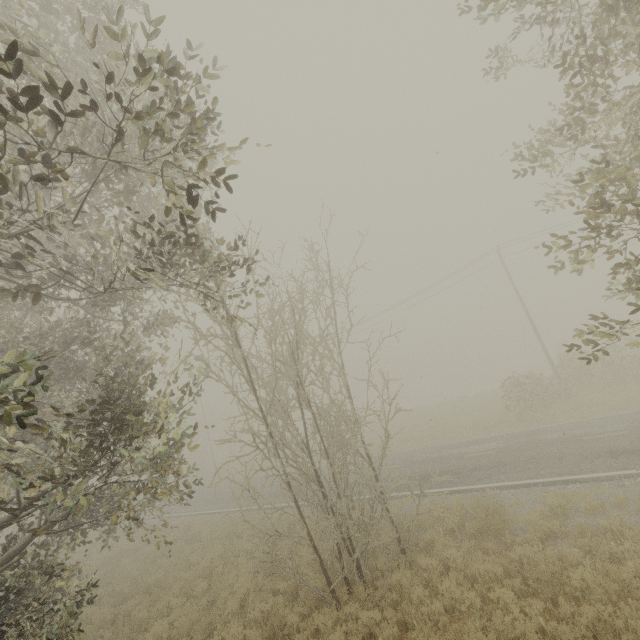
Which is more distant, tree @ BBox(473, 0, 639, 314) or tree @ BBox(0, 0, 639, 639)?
tree @ BBox(473, 0, 639, 314)

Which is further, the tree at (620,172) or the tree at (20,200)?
the tree at (620,172)

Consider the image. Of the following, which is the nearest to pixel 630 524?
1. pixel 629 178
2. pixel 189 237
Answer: pixel 629 178
